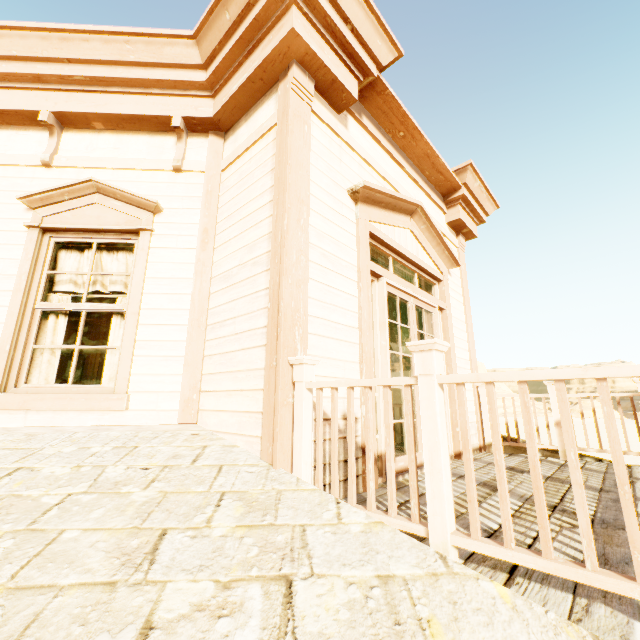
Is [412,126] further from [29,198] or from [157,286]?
[29,198]

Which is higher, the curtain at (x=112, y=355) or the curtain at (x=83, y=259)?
the curtain at (x=83, y=259)

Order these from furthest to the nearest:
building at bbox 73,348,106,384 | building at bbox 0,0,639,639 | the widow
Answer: building at bbox 73,348,106,384, the widow, building at bbox 0,0,639,639

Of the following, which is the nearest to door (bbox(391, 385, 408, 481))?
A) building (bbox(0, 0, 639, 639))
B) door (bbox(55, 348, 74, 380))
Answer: building (bbox(0, 0, 639, 639))

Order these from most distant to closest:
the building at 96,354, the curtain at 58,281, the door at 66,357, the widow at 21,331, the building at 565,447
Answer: the door at 66,357 → the building at 96,354 → the curtain at 58,281 → the widow at 21,331 → the building at 565,447

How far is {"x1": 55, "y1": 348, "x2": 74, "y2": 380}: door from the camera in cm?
1003

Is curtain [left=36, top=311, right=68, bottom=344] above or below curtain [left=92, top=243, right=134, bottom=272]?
below
